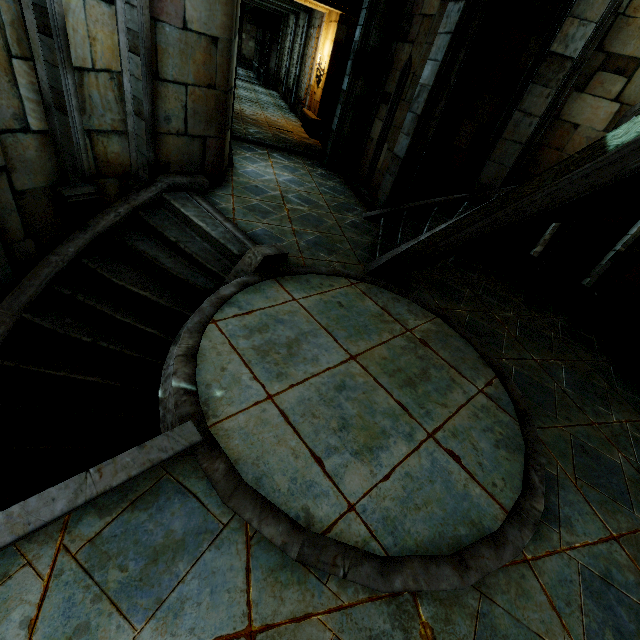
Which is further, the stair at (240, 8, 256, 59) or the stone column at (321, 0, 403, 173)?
the stair at (240, 8, 256, 59)

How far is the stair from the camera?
29.4m

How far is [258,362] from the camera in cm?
291

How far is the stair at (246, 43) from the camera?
29.4m

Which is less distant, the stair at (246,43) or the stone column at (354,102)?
the stone column at (354,102)
